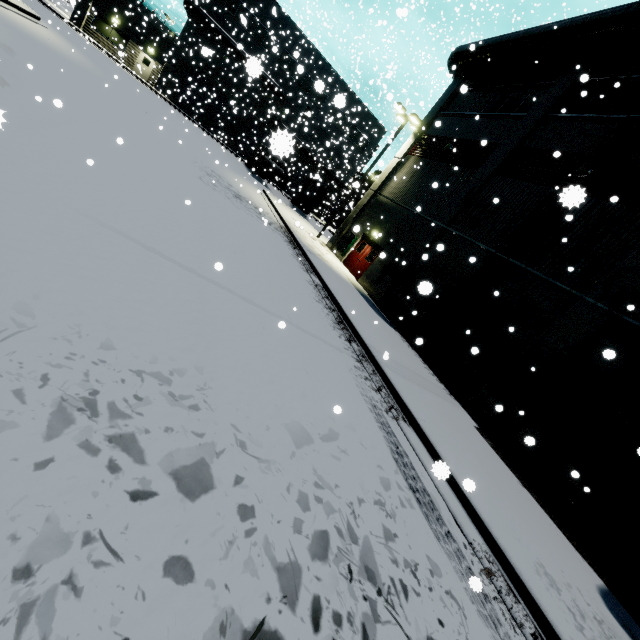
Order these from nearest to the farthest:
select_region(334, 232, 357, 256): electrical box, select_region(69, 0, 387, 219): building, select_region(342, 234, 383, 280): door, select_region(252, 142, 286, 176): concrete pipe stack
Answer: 1. select_region(342, 234, 383, 280): door
2. select_region(334, 232, 357, 256): electrical box
3. select_region(69, 0, 387, 219): building
4. select_region(252, 142, 286, 176): concrete pipe stack

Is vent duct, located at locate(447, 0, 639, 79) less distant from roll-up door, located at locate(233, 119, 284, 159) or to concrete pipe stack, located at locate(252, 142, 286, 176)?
roll-up door, located at locate(233, 119, 284, 159)

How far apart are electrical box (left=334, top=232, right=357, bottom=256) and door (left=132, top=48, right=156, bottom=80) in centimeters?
2885cm

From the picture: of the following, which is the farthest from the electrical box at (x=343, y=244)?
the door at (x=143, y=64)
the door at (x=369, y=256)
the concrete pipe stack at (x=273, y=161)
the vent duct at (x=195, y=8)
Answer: the door at (x=143, y=64)

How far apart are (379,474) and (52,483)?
3.88m

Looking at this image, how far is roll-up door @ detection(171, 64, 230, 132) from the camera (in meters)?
35.59

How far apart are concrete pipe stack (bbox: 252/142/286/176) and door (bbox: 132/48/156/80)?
14.7m

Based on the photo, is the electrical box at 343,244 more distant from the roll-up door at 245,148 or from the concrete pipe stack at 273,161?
the concrete pipe stack at 273,161
